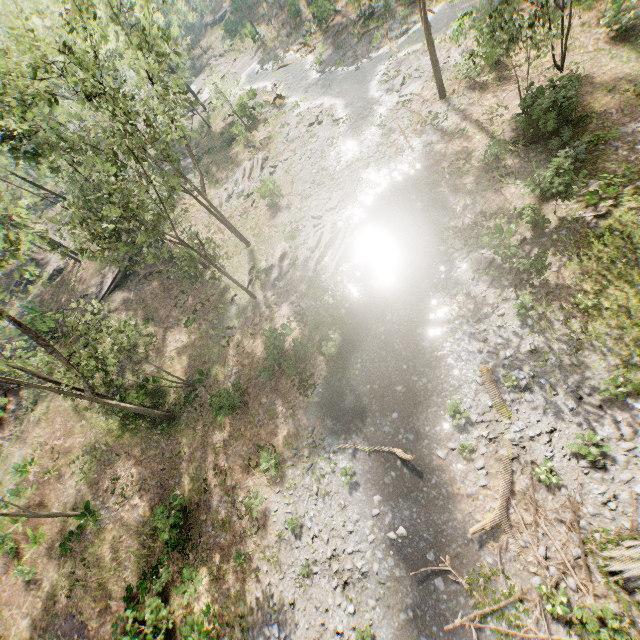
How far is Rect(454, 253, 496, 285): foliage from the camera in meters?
16.5 m

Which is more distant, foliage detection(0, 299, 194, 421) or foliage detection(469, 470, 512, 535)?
foliage detection(0, 299, 194, 421)

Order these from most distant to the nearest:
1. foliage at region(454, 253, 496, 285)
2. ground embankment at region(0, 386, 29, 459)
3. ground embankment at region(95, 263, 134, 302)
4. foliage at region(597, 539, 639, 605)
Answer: ground embankment at region(95, 263, 134, 302) < ground embankment at region(0, 386, 29, 459) < foliage at region(454, 253, 496, 285) < foliage at region(597, 539, 639, 605)

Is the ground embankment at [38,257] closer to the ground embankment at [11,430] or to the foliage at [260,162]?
the foliage at [260,162]

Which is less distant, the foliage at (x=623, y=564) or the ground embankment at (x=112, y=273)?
the foliage at (x=623, y=564)

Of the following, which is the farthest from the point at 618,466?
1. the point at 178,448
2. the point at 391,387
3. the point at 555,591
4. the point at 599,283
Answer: the point at 178,448

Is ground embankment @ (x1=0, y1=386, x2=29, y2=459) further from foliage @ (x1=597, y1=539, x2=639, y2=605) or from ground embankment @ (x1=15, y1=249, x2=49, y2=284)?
ground embankment @ (x1=15, y1=249, x2=49, y2=284)
